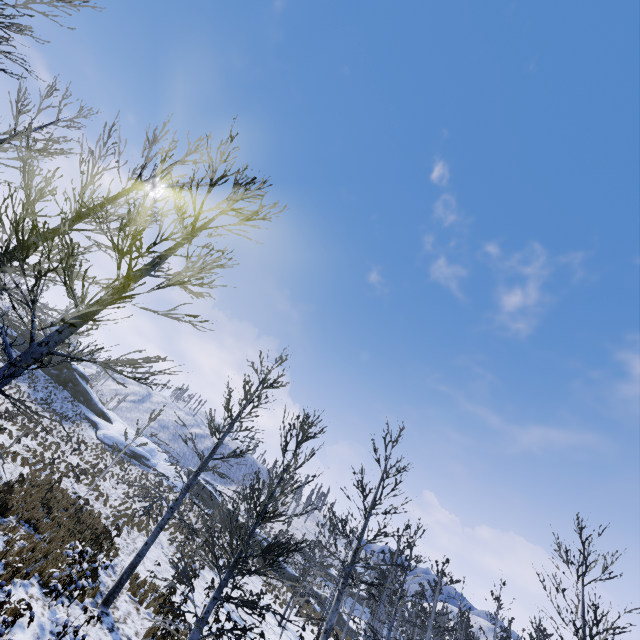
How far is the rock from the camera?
39.7 meters

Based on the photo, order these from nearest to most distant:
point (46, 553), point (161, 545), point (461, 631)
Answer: point (46, 553) < point (161, 545) < point (461, 631)

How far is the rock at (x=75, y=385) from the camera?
39.7 meters
